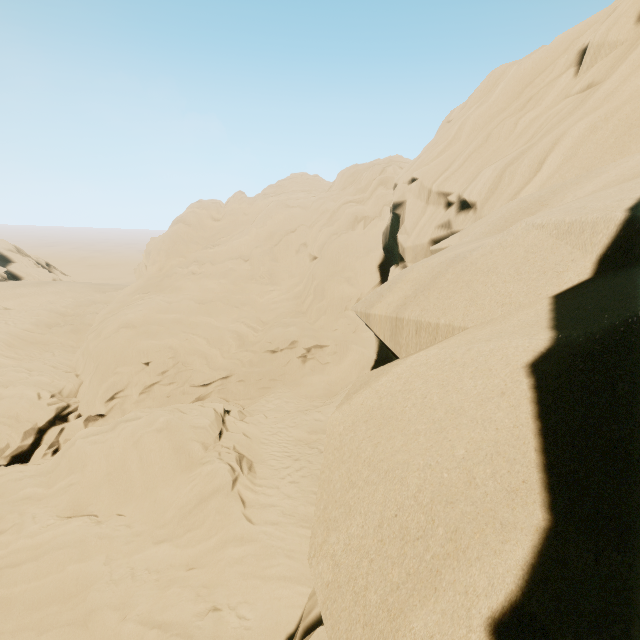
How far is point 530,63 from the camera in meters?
9.3 m
